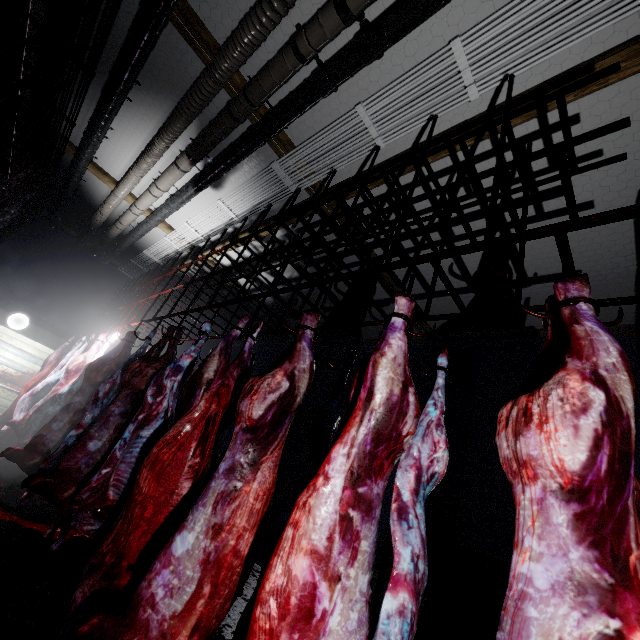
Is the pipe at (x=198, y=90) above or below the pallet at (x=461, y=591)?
above

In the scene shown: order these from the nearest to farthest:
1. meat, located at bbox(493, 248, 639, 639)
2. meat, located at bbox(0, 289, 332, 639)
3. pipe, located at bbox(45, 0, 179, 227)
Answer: meat, located at bbox(493, 248, 639, 639) < meat, located at bbox(0, 289, 332, 639) < pipe, located at bbox(45, 0, 179, 227)

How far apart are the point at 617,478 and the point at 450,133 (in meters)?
2.83

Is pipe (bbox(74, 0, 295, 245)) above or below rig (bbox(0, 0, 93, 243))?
above

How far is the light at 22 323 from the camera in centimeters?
609cm

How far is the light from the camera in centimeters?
609cm

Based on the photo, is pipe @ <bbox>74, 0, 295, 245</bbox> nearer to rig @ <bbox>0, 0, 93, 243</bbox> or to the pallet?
rig @ <bbox>0, 0, 93, 243</bbox>

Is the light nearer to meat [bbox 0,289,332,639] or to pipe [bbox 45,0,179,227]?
pipe [bbox 45,0,179,227]
